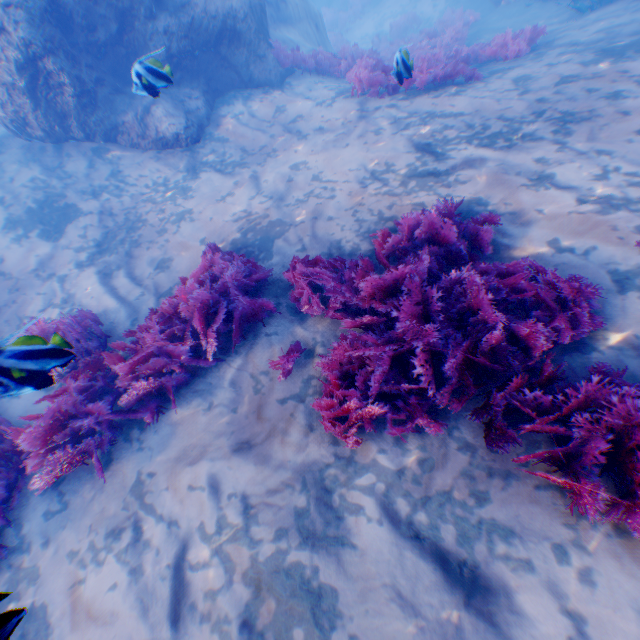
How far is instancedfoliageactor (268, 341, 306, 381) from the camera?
3.5m

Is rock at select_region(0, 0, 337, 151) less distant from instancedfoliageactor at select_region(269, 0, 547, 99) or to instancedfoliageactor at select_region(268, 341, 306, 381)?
instancedfoliageactor at select_region(269, 0, 547, 99)

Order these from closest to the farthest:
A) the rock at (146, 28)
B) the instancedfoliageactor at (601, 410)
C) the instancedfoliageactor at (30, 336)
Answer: the instancedfoliageactor at (601, 410) < the instancedfoliageactor at (30, 336) < the rock at (146, 28)

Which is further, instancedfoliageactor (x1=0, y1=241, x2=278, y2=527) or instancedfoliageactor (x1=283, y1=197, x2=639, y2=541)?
instancedfoliageactor (x1=0, y1=241, x2=278, y2=527)

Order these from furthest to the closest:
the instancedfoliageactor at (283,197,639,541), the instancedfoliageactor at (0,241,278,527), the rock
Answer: the rock → the instancedfoliageactor at (0,241,278,527) → the instancedfoliageactor at (283,197,639,541)

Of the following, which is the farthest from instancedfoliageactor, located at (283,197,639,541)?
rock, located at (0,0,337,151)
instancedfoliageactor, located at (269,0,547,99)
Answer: instancedfoliageactor, located at (269,0,547,99)

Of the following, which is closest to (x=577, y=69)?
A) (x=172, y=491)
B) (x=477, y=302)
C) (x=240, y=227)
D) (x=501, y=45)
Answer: (x=501, y=45)

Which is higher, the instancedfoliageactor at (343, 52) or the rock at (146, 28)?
the rock at (146, 28)
